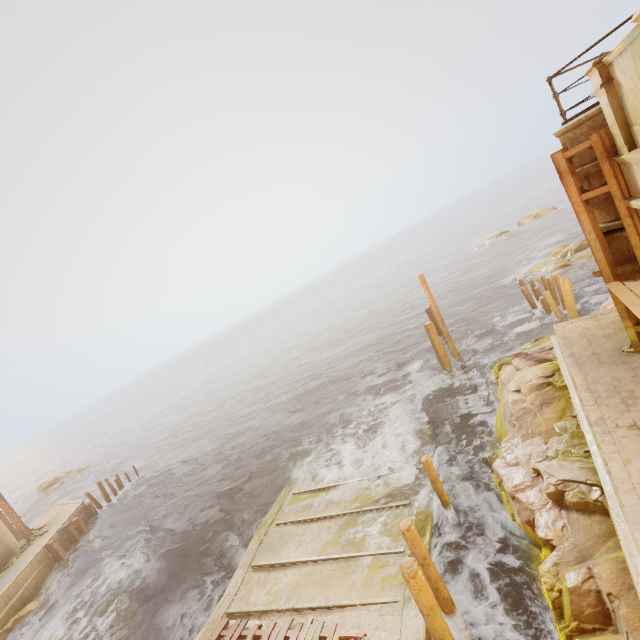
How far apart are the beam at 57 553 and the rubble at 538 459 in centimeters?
2595cm

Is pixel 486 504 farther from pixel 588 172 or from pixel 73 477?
pixel 73 477

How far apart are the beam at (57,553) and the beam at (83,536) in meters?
1.3

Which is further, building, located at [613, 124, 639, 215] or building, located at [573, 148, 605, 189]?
building, located at [573, 148, 605, 189]

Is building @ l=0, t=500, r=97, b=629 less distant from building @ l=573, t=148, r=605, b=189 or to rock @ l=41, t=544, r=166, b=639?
rock @ l=41, t=544, r=166, b=639

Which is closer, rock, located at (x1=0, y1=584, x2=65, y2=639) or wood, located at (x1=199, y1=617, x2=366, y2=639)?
wood, located at (x1=199, y1=617, x2=366, y2=639)

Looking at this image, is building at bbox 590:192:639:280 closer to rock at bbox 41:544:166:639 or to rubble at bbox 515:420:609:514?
rubble at bbox 515:420:609:514

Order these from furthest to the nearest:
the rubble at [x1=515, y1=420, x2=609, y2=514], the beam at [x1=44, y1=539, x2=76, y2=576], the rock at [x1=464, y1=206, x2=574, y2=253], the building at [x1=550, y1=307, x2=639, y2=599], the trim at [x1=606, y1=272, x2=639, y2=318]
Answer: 1. the rock at [x1=464, y1=206, x2=574, y2=253]
2. the beam at [x1=44, y1=539, x2=76, y2=576]
3. the rubble at [x1=515, y1=420, x2=609, y2=514]
4. the trim at [x1=606, y1=272, x2=639, y2=318]
5. the building at [x1=550, y1=307, x2=639, y2=599]
